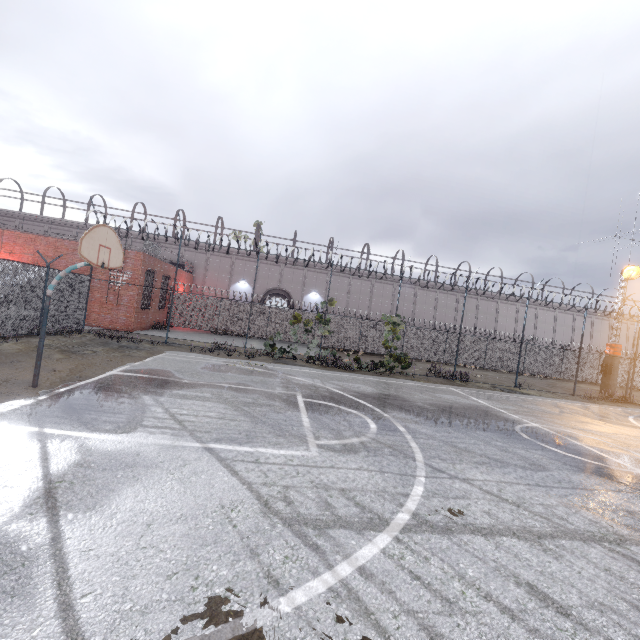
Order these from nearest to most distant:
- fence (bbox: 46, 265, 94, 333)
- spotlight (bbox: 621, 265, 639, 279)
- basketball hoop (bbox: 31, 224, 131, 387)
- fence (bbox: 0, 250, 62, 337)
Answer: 1. basketball hoop (bbox: 31, 224, 131, 387)
2. fence (bbox: 0, 250, 62, 337)
3. fence (bbox: 46, 265, 94, 333)
4. spotlight (bbox: 621, 265, 639, 279)

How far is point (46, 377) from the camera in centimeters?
787cm

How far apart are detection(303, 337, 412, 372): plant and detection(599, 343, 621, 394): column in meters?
18.7

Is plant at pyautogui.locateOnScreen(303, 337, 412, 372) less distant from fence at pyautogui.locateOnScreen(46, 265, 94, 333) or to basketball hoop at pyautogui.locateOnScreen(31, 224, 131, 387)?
fence at pyautogui.locateOnScreen(46, 265, 94, 333)

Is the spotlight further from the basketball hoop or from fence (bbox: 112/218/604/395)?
the basketball hoop

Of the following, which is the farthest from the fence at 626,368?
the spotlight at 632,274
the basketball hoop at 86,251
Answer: the basketball hoop at 86,251

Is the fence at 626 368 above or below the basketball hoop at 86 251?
below

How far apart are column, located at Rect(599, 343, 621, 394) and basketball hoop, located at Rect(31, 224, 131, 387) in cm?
2935
